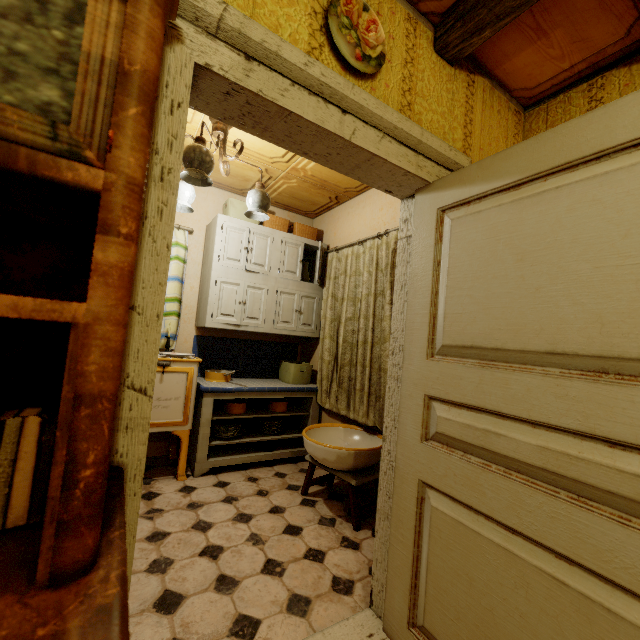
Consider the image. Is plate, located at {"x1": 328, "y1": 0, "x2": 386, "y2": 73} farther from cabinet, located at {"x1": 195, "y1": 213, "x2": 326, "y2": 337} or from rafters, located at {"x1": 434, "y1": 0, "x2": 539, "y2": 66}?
cabinet, located at {"x1": 195, "y1": 213, "x2": 326, "y2": 337}

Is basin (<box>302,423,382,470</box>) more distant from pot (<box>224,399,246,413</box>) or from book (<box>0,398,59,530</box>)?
book (<box>0,398,59,530</box>)

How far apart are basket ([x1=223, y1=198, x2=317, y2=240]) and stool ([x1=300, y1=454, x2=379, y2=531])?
2.4m

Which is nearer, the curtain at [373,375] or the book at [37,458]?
the book at [37,458]

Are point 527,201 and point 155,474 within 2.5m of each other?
no

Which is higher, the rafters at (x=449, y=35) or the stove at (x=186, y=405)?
the rafters at (x=449, y=35)

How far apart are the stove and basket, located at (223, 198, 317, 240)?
1.5 meters

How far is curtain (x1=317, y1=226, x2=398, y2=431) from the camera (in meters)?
2.68
